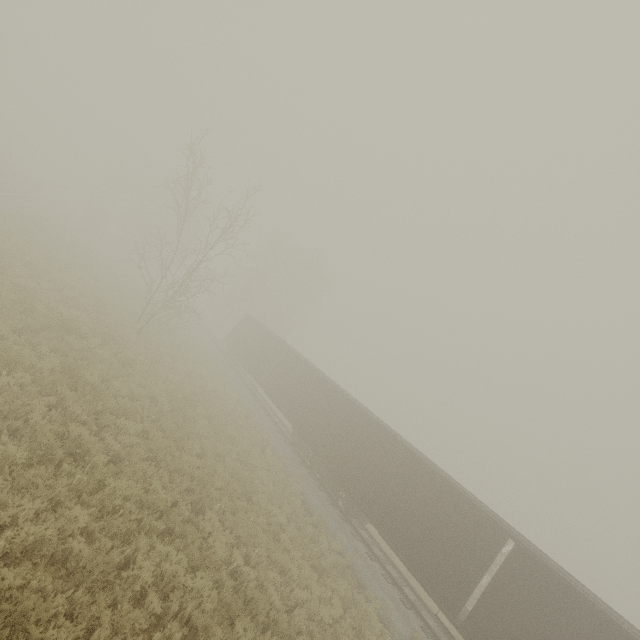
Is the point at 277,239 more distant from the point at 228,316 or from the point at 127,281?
the point at 127,281
